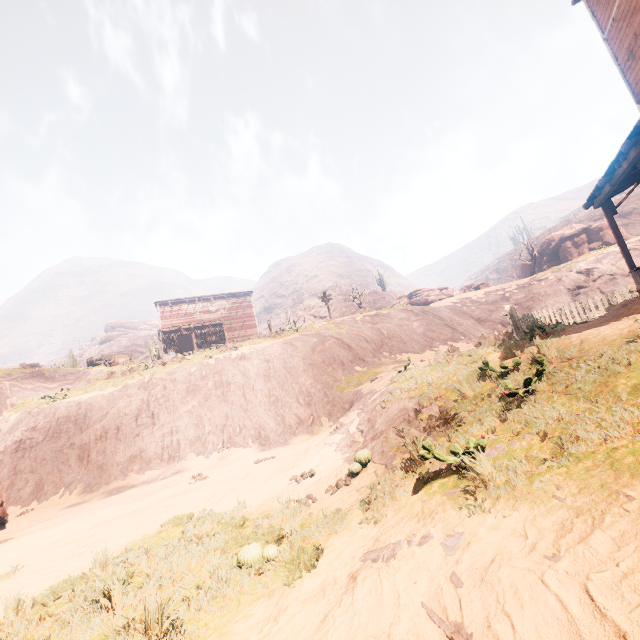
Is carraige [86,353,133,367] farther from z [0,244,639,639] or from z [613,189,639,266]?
z [613,189,639,266]

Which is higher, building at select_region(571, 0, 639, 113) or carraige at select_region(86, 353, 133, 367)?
building at select_region(571, 0, 639, 113)

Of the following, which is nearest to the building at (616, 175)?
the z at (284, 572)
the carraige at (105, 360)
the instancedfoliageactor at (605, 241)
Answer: the z at (284, 572)

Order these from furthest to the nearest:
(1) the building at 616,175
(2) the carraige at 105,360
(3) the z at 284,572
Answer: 1. (2) the carraige at 105,360
2. (1) the building at 616,175
3. (3) the z at 284,572

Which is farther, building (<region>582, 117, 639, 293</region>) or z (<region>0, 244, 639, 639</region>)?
building (<region>582, 117, 639, 293</region>)

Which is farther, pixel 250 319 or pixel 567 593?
pixel 250 319

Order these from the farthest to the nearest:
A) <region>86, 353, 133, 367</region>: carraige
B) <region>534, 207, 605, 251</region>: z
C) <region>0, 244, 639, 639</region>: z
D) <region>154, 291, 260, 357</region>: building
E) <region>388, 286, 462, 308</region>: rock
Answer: <region>534, 207, 605, 251</region>: z < <region>388, 286, 462, 308</region>: rock < <region>154, 291, 260, 357</region>: building < <region>86, 353, 133, 367</region>: carraige < <region>0, 244, 639, 639</region>: z

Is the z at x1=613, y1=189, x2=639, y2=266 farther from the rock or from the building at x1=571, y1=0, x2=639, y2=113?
the building at x1=571, y1=0, x2=639, y2=113
